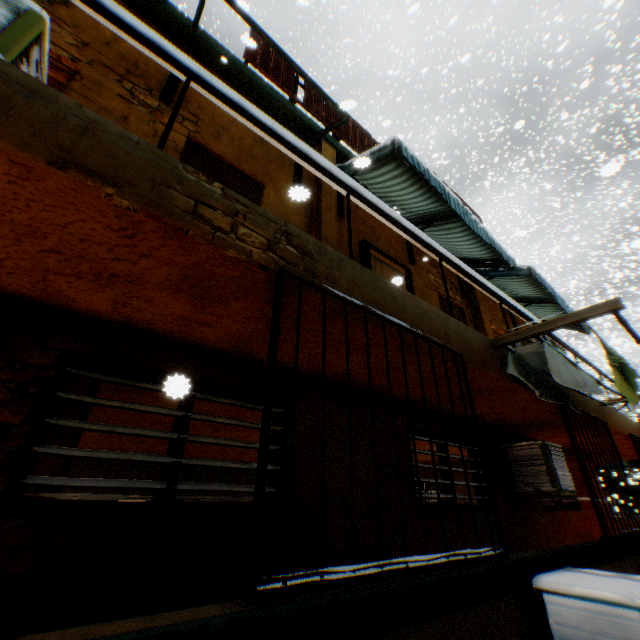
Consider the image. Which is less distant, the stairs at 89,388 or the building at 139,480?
the building at 139,480

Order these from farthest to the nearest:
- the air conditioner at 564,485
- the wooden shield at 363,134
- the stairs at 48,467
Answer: the wooden shield at 363,134 → the air conditioner at 564,485 → the stairs at 48,467

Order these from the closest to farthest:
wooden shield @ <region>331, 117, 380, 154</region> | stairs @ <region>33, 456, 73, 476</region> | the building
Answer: the building
stairs @ <region>33, 456, 73, 476</region>
wooden shield @ <region>331, 117, 380, 154</region>

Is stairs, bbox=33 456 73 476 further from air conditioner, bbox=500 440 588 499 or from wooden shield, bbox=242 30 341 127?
wooden shield, bbox=242 30 341 127

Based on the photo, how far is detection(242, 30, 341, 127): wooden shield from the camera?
5.7m

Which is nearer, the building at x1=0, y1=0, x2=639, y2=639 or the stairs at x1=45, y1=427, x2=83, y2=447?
the building at x1=0, y1=0, x2=639, y2=639

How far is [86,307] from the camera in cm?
247
